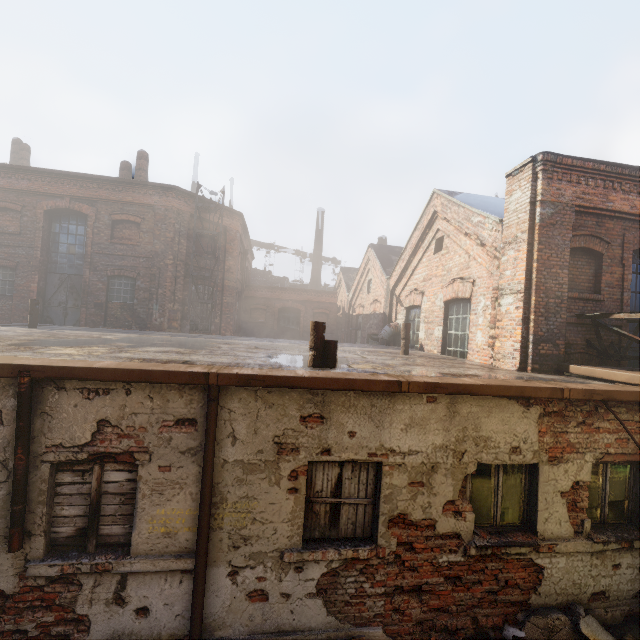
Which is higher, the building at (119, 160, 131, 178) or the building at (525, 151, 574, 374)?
the building at (119, 160, 131, 178)

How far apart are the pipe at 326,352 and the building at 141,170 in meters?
15.8 m

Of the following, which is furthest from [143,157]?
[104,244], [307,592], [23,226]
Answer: [307,592]

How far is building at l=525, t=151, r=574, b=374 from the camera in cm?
689

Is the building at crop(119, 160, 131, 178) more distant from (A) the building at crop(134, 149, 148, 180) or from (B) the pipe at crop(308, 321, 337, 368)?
(B) the pipe at crop(308, 321, 337, 368)

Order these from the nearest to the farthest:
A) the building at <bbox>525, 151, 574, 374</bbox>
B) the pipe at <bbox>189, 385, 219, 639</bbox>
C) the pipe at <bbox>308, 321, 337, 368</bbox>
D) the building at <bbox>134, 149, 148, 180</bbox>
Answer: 1. the pipe at <bbox>189, 385, 219, 639</bbox>
2. the pipe at <bbox>308, 321, 337, 368</bbox>
3. the building at <bbox>525, 151, 574, 374</bbox>
4. the building at <bbox>134, 149, 148, 180</bbox>

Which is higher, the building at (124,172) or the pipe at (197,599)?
the building at (124,172)

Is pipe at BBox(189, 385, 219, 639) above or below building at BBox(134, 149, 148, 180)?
below
